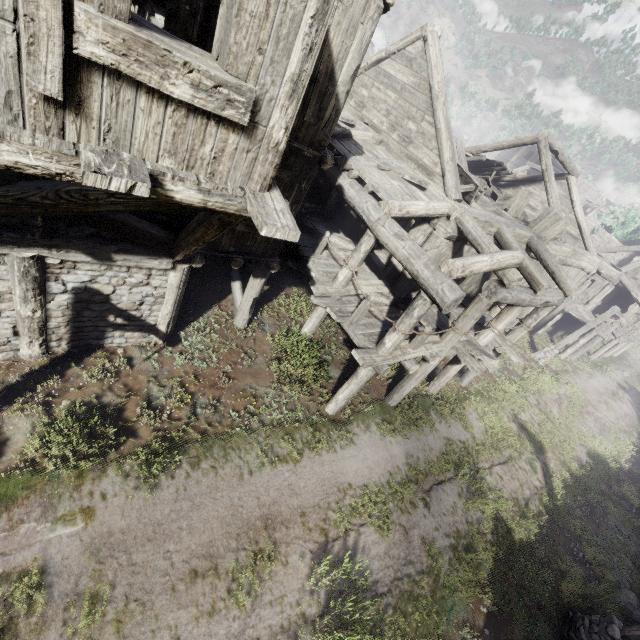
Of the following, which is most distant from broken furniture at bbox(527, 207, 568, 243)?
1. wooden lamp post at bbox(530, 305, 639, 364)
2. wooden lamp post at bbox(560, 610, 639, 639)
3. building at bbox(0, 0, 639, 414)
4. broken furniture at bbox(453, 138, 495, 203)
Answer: wooden lamp post at bbox(560, 610, 639, 639)

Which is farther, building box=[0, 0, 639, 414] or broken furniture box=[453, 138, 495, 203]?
broken furniture box=[453, 138, 495, 203]

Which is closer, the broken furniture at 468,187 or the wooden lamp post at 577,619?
the wooden lamp post at 577,619

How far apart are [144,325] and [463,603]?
9.8 meters

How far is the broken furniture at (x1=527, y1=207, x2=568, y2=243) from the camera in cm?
1207

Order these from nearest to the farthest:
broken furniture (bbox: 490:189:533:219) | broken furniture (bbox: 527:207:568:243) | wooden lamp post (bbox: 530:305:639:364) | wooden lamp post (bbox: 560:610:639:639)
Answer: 1. wooden lamp post (bbox: 560:610:639:639)
2. broken furniture (bbox: 527:207:568:243)
3. broken furniture (bbox: 490:189:533:219)
4. wooden lamp post (bbox: 530:305:639:364)

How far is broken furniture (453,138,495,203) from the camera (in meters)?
Result: 10.39

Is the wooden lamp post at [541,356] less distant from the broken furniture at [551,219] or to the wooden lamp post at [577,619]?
the broken furniture at [551,219]
